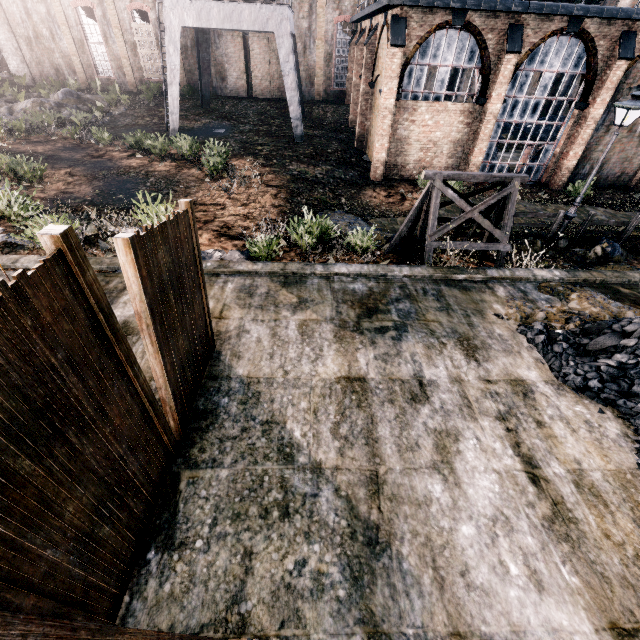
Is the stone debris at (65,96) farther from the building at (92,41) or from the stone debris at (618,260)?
the stone debris at (618,260)

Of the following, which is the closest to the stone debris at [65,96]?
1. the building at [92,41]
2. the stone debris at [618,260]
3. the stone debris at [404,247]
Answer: the building at [92,41]

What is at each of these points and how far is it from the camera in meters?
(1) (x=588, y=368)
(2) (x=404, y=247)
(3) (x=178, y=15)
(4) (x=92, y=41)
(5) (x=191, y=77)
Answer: (1) coal pile, 6.3 m
(2) stone debris, 12.0 m
(3) crane, 20.3 m
(4) building, 31.4 m
(5) building, 33.2 m

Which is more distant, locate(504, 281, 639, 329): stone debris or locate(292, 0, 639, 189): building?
locate(292, 0, 639, 189): building

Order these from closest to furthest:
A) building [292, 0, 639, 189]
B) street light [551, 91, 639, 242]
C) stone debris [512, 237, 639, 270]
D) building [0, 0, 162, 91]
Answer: street light [551, 91, 639, 242] → stone debris [512, 237, 639, 270] → building [292, 0, 639, 189] → building [0, 0, 162, 91]

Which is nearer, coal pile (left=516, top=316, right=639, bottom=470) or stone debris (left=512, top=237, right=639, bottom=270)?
coal pile (left=516, top=316, right=639, bottom=470)

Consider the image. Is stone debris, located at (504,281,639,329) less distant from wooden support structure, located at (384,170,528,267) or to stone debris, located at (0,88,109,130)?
wooden support structure, located at (384,170,528,267)

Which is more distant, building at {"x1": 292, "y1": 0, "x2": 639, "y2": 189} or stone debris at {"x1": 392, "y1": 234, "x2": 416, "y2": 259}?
building at {"x1": 292, "y1": 0, "x2": 639, "y2": 189}
